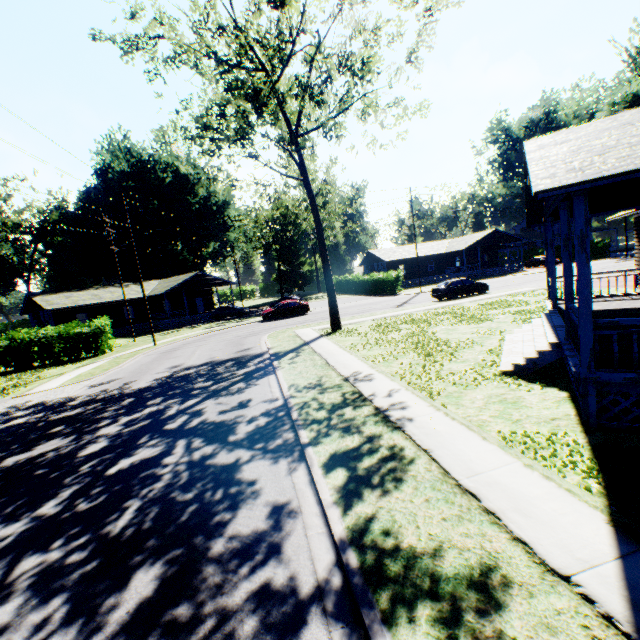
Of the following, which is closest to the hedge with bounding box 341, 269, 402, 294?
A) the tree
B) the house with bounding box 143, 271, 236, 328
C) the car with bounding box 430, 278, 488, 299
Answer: the car with bounding box 430, 278, 488, 299

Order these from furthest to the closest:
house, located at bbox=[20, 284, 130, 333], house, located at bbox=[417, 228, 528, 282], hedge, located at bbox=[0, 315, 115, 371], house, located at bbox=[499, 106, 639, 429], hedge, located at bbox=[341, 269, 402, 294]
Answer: house, located at bbox=[417, 228, 528, 282] → hedge, located at bbox=[341, 269, 402, 294] → house, located at bbox=[20, 284, 130, 333] → hedge, located at bbox=[0, 315, 115, 371] → house, located at bbox=[499, 106, 639, 429]

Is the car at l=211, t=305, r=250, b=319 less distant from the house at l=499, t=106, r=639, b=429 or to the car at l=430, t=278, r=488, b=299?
the car at l=430, t=278, r=488, b=299

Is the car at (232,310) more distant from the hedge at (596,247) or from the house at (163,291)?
the hedge at (596,247)

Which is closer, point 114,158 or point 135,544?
point 135,544

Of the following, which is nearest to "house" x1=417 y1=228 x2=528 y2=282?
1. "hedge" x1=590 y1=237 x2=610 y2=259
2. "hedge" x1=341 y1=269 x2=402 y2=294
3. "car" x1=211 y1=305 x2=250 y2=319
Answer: "hedge" x1=341 y1=269 x2=402 y2=294

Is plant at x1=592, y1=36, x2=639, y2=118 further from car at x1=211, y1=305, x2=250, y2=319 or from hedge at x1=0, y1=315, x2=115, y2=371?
car at x1=211, y1=305, x2=250, y2=319

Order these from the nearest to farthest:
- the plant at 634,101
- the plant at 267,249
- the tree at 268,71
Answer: the tree at 268,71 < the plant at 634,101 < the plant at 267,249
